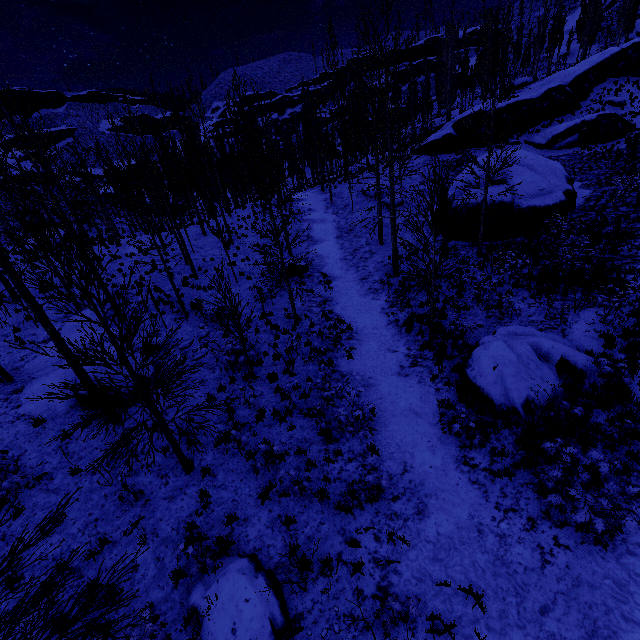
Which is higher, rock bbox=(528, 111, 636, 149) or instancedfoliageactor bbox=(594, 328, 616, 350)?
rock bbox=(528, 111, 636, 149)

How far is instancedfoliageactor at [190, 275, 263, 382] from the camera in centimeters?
977cm

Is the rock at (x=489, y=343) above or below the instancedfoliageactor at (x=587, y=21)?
below

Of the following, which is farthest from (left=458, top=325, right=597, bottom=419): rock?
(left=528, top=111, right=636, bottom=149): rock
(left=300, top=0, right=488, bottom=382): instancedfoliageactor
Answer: (left=528, top=111, right=636, bottom=149): rock

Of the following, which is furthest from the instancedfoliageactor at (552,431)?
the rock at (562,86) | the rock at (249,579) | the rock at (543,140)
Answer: the rock at (249,579)

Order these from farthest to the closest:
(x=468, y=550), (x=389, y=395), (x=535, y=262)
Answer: (x=535, y=262) → (x=389, y=395) → (x=468, y=550)

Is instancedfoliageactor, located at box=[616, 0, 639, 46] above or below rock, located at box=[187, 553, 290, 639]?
above

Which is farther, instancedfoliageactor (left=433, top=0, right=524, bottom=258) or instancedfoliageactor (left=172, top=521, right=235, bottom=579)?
instancedfoliageactor (left=433, top=0, right=524, bottom=258)
